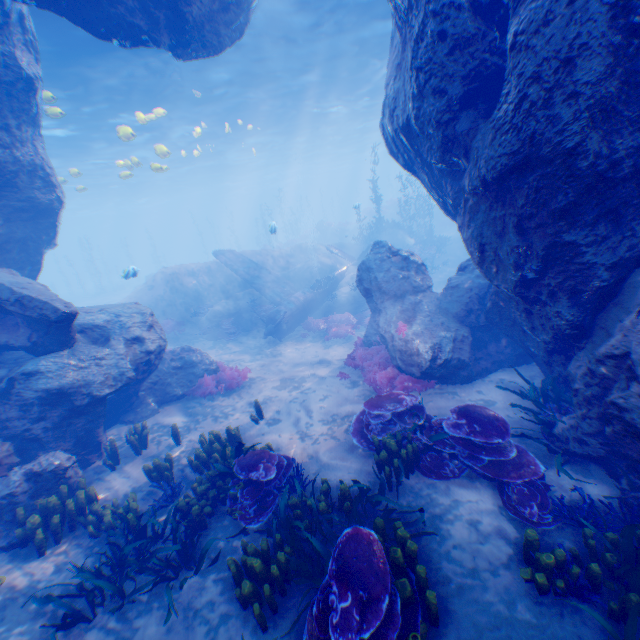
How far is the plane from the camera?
16.1m

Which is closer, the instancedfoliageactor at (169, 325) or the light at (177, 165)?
the light at (177, 165)

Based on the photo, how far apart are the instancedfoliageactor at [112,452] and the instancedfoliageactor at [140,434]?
0.3m

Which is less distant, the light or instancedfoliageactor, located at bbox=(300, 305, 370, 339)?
the light

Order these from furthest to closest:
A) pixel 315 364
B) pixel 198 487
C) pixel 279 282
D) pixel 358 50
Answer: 1. pixel 279 282
2. pixel 358 50
3. pixel 315 364
4. pixel 198 487

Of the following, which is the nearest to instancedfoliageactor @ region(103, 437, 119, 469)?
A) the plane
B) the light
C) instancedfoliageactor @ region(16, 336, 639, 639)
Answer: instancedfoliageactor @ region(16, 336, 639, 639)

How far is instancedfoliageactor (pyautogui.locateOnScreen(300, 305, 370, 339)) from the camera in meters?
14.8 m

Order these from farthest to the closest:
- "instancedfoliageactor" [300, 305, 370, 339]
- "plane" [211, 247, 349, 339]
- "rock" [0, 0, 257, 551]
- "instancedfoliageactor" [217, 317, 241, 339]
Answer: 1. "instancedfoliageactor" [217, 317, 241, 339]
2. "plane" [211, 247, 349, 339]
3. "instancedfoliageactor" [300, 305, 370, 339]
4. "rock" [0, 0, 257, 551]
